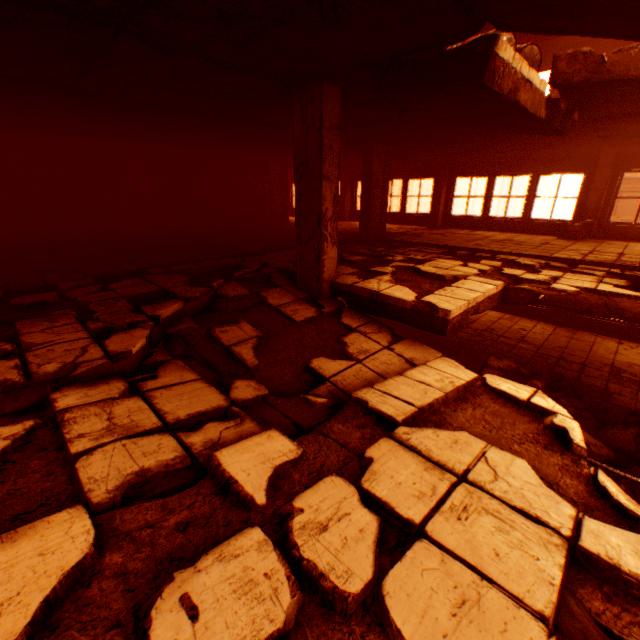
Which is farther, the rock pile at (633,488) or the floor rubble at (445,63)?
the rock pile at (633,488)

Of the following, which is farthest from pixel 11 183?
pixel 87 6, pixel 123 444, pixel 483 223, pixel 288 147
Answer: pixel 483 223

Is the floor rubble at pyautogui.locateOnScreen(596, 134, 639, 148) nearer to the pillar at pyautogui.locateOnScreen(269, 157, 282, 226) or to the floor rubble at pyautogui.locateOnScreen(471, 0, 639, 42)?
the floor rubble at pyautogui.locateOnScreen(471, 0, 639, 42)

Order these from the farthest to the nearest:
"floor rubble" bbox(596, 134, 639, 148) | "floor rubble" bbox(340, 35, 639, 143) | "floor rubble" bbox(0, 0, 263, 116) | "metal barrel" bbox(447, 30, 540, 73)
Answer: "floor rubble" bbox(596, 134, 639, 148) < "metal barrel" bbox(447, 30, 540, 73) < "floor rubble" bbox(340, 35, 639, 143) < "floor rubble" bbox(0, 0, 263, 116)

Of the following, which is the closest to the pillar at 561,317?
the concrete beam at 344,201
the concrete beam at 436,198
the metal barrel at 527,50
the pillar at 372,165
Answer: the concrete beam at 436,198

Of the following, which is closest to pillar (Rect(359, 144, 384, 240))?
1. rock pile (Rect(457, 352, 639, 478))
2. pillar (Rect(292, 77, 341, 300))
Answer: rock pile (Rect(457, 352, 639, 478))

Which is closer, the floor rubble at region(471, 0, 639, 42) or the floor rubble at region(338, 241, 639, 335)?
the floor rubble at region(471, 0, 639, 42)

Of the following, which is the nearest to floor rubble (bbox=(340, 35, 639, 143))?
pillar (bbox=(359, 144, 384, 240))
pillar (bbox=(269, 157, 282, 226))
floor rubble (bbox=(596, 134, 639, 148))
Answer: pillar (bbox=(359, 144, 384, 240))
